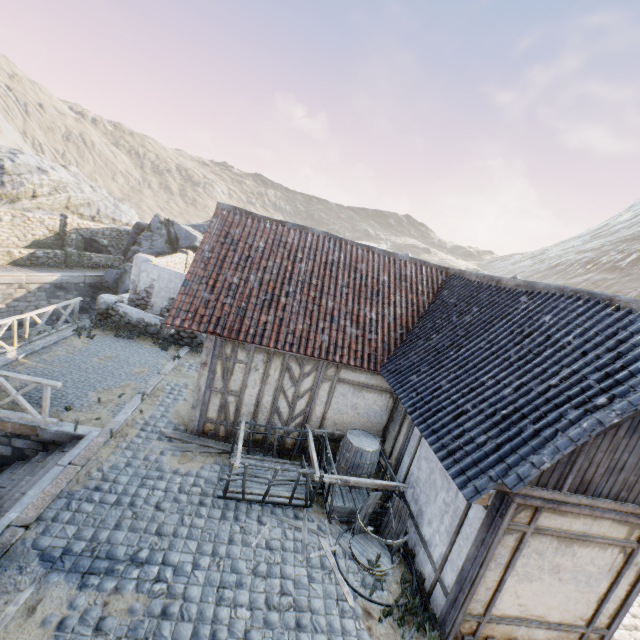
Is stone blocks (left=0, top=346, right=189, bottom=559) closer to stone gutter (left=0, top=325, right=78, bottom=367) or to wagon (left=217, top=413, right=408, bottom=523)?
stone gutter (left=0, top=325, right=78, bottom=367)

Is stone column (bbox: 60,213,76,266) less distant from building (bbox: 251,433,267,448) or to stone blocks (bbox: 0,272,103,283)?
stone blocks (bbox: 0,272,103,283)

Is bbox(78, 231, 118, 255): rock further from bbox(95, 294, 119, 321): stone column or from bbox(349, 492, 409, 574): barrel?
bbox(349, 492, 409, 574): barrel

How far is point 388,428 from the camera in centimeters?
889cm

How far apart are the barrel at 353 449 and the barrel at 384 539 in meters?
1.0

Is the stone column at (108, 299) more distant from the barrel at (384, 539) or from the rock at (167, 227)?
the barrel at (384, 539)

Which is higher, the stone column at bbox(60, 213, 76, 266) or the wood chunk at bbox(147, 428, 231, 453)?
the stone column at bbox(60, 213, 76, 266)

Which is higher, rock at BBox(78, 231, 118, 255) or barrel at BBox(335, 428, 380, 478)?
rock at BBox(78, 231, 118, 255)
